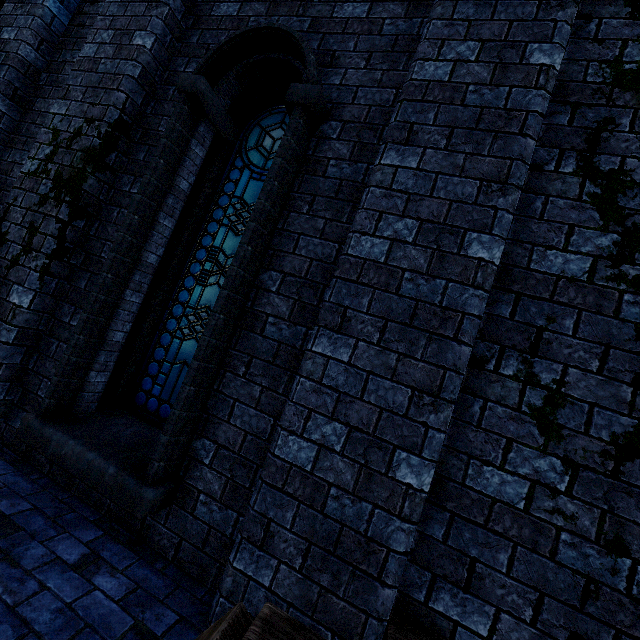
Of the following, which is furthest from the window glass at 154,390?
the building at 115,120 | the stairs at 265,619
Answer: the stairs at 265,619

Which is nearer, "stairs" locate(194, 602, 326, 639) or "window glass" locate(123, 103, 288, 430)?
"stairs" locate(194, 602, 326, 639)

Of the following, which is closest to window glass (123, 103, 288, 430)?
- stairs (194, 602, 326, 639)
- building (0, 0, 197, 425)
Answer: building (0, 0, 197, 425)

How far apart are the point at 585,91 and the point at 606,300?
1.6 meters

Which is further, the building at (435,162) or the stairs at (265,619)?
the building at (435,162)

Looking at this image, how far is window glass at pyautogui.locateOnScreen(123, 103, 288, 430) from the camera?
3.35m

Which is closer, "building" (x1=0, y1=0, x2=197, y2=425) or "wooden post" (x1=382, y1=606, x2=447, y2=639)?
"wooden post" (x1=382, y1=606, x2=447, y2=639)

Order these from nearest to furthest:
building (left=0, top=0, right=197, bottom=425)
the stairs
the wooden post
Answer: the stairs < the wooden post < building (left=0, top=0, right=197, bottom=425)
